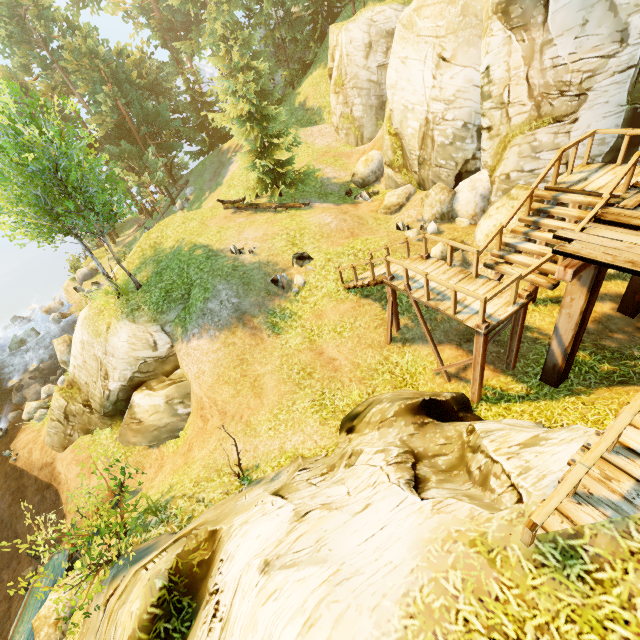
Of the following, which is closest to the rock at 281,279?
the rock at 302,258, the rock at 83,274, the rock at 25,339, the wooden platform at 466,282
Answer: the rock at 302,258

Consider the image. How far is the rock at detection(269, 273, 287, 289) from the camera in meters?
13.5

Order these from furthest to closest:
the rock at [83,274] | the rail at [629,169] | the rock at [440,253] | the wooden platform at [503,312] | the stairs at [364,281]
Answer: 1. the rock at [83,274]
2. the rock at [440,253]
3. the stairs at [364,281]
4. the wooden platform at [503,312]
5. the rail at [629,169]

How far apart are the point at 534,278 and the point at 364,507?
6.71m

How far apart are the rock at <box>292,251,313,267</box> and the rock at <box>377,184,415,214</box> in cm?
474

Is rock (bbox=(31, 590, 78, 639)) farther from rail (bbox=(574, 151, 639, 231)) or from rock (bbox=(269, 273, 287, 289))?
rail (bbox=(574, 151, 639, 231))

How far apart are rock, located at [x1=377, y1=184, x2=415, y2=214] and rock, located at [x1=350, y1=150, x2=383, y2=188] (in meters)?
2.70

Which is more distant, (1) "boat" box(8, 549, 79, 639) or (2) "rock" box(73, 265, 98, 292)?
(2) "rock" box(73, 265, 98, 292)
